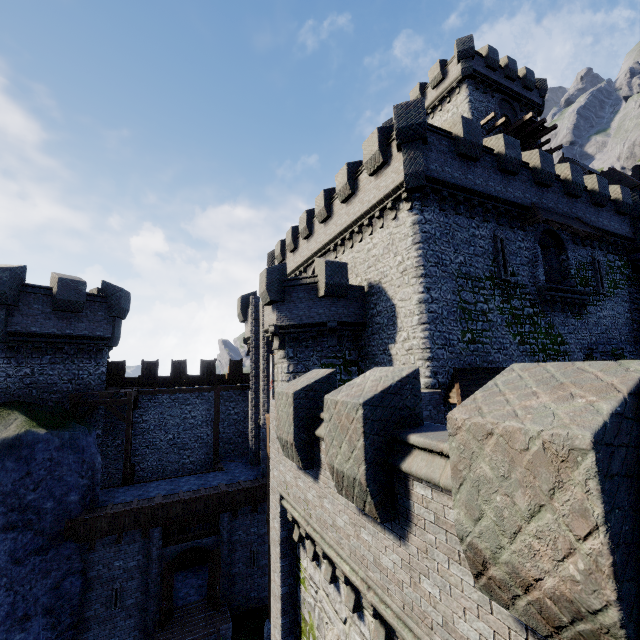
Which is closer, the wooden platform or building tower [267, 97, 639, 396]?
building tower [267, 97, 639, 396]

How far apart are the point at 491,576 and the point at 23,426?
19.0 meters

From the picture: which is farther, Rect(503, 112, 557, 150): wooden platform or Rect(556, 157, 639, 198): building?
Rect(503, 112, 557, 150): wooden platform

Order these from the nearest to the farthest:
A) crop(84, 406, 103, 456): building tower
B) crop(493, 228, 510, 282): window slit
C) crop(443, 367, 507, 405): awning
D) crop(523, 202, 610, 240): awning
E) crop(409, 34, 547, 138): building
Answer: crop(443, 367, 507, 405): awning
crop(493, 228, 510, 282): window slit
crop(523, 202, 610, 240): awning
crop(84, 406, 103, 456): building tower
crop(409, 34, 547, 138): building

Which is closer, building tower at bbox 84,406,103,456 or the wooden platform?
building tower at bbox 84,406,103,456

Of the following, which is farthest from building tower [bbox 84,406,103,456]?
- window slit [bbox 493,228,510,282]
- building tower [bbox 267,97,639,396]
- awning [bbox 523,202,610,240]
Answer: awning [bbox 523,202,610,240]

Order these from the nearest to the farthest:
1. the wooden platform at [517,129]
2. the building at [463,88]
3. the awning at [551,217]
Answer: the awning at [551,217]
the wooden platform at [517,129]
the building at [463,88]

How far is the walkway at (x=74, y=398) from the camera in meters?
17.1 m
